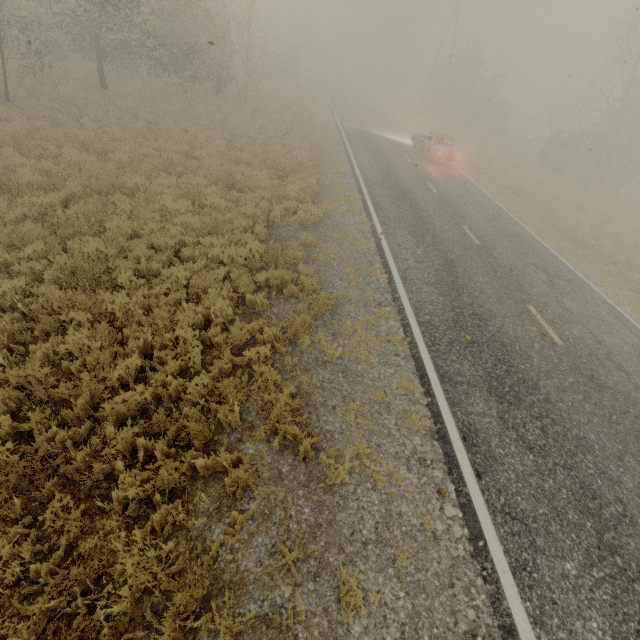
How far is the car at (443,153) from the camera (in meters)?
19.38

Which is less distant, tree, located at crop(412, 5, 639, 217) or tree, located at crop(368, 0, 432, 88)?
tree, located at crop(412, 5, 639, 217)

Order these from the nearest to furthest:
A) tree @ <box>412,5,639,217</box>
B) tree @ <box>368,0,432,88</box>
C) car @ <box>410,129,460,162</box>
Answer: car @ <box>410,129,460,162</box> → tree @ <box>412,5,639,217</box> → tree @ <box>368,0,432,88</box>

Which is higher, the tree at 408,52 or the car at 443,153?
the tree at 408,52

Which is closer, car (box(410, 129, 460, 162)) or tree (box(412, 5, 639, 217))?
car (box(410, 129, 460, 162))

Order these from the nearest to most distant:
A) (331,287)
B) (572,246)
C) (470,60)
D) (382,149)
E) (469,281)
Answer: (331,287), (469,281), (572,246), (382,149), (470,60)

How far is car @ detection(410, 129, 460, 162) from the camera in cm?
1938
